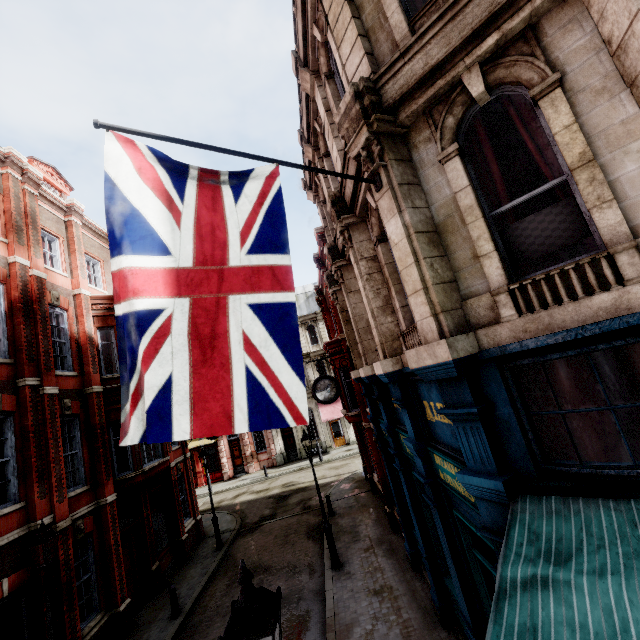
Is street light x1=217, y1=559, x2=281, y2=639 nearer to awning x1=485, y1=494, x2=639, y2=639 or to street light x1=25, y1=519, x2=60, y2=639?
awning x1=485, y1=494, x2=639, y2=639

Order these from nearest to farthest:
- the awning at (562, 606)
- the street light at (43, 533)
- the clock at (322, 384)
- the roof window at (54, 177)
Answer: the awning at (562, 606), the street light at (43, 533), the clock at (322, 384), the roof window at (54, 177)

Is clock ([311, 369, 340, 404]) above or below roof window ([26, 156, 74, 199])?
below

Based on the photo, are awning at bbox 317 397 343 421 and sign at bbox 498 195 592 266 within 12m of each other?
no

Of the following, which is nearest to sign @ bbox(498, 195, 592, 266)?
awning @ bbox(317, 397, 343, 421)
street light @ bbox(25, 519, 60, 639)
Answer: street light @ bbox(25, 519, 60, 639)

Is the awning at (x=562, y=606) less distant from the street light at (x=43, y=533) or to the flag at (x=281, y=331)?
the flag at (x=281, y=331)

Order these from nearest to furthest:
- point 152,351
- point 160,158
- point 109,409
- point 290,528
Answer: point 152,351 < point 160,158 < point 109,409 < point 290,528

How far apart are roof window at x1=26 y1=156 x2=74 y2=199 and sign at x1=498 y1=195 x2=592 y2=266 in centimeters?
1869cm
